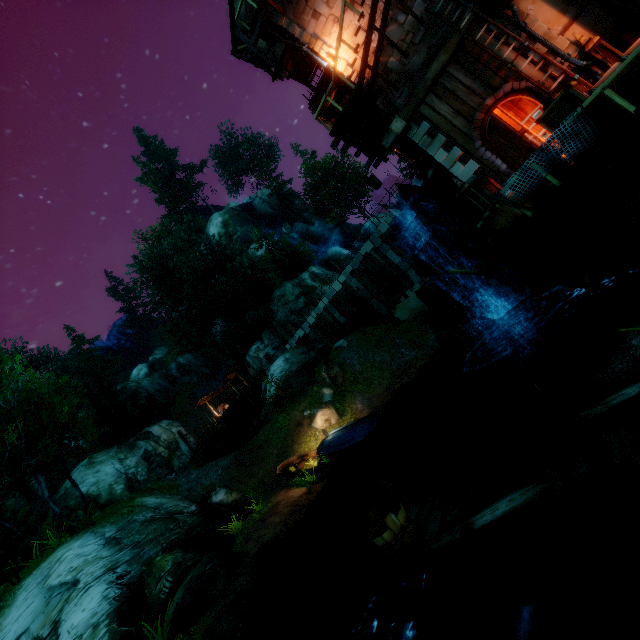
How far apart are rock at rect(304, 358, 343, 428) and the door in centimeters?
1499cm

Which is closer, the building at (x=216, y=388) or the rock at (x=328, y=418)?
the rock at (x=328, y=418)

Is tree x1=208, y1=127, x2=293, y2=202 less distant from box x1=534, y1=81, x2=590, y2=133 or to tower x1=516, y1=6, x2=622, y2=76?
box x1=534, y1=81, x2=590, y2=133

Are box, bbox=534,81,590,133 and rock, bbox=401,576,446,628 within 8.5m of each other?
no

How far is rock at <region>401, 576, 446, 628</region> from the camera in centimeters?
654cm

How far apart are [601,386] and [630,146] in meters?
5.5 m

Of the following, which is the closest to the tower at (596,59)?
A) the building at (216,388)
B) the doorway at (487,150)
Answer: the doorway at (487,150)

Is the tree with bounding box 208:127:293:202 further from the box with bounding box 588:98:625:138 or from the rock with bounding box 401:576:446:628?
the rock with bounding box 401:576:446:628
